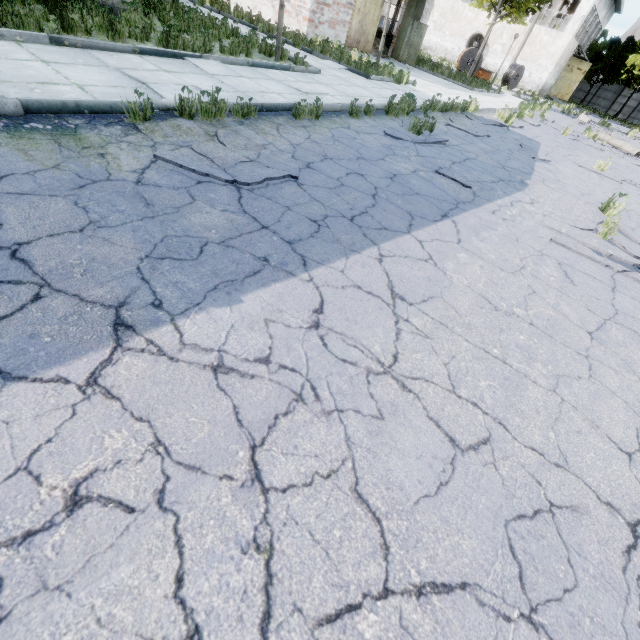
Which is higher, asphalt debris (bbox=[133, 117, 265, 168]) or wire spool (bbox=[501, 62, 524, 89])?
wire spool (bbox=[501, 62, 524, 89])

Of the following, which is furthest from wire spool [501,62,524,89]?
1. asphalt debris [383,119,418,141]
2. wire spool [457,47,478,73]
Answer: asphalt debris [383,119,418,141]

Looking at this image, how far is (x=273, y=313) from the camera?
2.39m

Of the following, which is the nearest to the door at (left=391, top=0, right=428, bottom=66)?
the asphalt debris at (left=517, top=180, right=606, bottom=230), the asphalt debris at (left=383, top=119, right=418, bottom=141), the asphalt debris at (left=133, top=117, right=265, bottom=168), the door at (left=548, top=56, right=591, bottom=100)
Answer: the asphalt debris at (left=383, top=119, right=418, bottom=141)

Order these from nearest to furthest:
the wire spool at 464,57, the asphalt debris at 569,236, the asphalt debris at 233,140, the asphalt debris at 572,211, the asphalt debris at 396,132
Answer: the asphalt debris at 233,140 < the asphalt debris at 569,236 < the asphalt debris at 572,211 < the asphalt debris at 396,132 < the wire spool at 464,57

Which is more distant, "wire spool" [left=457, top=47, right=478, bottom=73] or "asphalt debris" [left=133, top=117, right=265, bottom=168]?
"wire spool" [left=457, top=47, right=478, bottom=73]

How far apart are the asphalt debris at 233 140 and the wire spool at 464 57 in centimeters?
3560cm

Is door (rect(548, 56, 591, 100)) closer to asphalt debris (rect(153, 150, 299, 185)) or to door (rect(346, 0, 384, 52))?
door (rect(346, 0, 384, 52))
